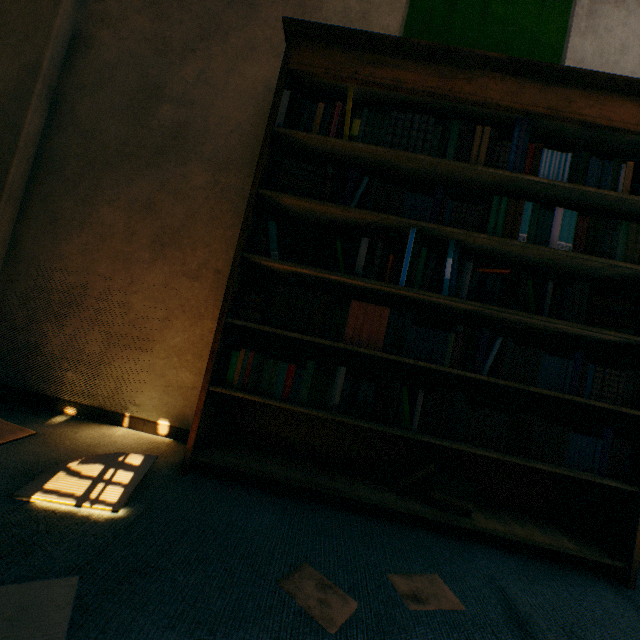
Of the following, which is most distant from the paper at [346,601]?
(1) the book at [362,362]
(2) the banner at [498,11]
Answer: (2) the banner at [498,11]

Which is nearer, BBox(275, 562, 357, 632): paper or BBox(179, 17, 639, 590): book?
BBox(275, 562, 357, 632): paper

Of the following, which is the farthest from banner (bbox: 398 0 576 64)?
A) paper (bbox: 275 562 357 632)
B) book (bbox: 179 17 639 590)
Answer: paper (bbox: 275 562 357 632)

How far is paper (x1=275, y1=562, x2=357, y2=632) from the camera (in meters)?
0.87

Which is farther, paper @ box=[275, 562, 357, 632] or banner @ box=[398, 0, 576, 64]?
banner @ box=[398, 0, 576, 64]

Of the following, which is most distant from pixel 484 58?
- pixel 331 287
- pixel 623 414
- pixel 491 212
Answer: pixel 623 414
